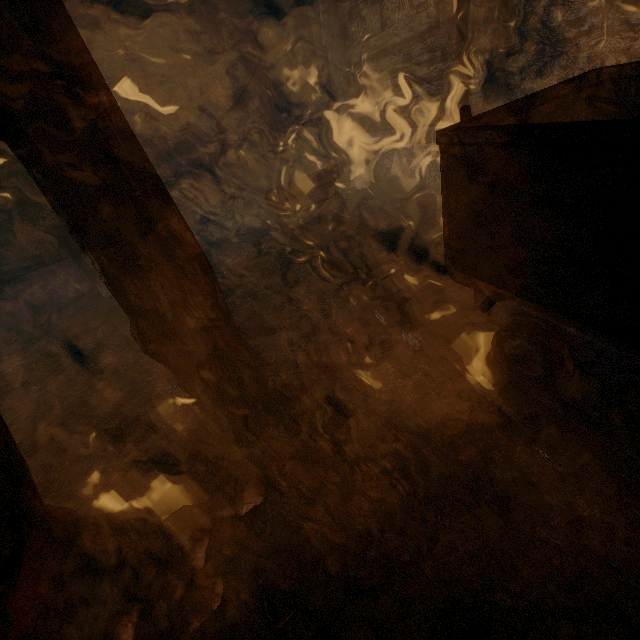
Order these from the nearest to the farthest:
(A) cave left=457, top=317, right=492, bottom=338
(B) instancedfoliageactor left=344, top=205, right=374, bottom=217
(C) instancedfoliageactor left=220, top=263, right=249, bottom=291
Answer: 1. (A) cave left=457, top=317, right=492, bottom=338
2. (C) instancedfoliageactor left=220, top=263, right=249, bottom=291
3. (B) instancedfoliageactor left=344, top=205, right=374, bottom=217

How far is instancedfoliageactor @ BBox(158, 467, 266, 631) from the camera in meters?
1.5 m

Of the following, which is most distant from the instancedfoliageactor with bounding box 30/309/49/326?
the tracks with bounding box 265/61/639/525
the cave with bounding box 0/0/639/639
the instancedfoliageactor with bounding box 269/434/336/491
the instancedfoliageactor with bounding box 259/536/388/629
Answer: the instancedfoliageactor with bounding box 259/536/388/629

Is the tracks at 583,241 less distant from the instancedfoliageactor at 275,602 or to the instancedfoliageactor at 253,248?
the instancedfoliageactor at 253,248

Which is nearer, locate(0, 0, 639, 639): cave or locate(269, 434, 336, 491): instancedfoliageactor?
locate(0, 0, 639, 639): cave

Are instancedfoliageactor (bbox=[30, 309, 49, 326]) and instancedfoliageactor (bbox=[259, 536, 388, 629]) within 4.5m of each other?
no

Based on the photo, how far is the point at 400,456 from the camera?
1.8 meters

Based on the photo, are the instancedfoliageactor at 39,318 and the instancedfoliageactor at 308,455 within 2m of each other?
no
